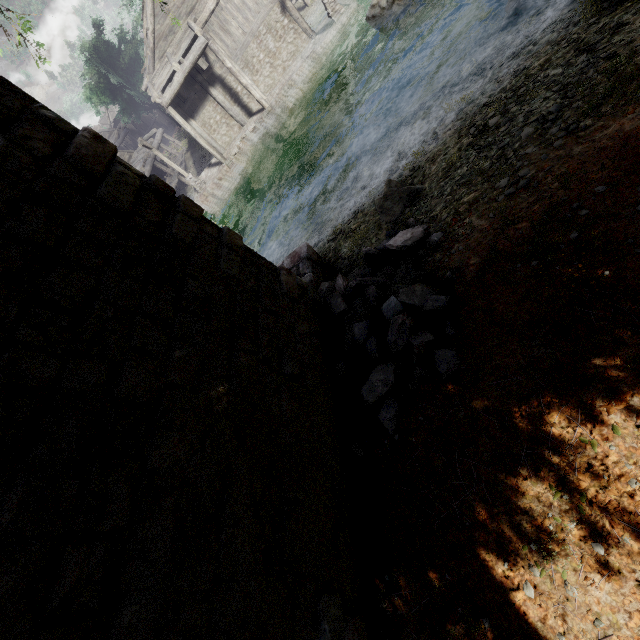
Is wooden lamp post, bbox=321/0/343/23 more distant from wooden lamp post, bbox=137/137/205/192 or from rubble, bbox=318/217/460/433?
rubble, bbox=318/217/460/433

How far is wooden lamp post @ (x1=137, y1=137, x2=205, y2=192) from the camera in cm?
2119

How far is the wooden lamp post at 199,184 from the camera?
21.19m

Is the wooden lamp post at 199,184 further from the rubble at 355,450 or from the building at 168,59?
the rubble at 355,450

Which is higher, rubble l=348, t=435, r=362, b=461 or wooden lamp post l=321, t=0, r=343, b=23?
rubble l=348, t=435, r=362, b=461

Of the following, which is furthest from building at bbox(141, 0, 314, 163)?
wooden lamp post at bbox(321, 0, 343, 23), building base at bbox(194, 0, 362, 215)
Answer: wooden lamp post at bbox(321, 0, 343, 23)

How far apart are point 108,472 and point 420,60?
16.34m

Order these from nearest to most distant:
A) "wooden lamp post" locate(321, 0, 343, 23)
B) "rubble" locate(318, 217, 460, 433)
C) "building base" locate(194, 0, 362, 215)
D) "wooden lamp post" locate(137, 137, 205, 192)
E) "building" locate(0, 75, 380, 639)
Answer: "building" locate(0, 75, 380, 639)
"rubble" locate(318, 217, 460, 433)
"wooden lamp post" locate(321, 0, 343, 23)
"building base" locate(194, 0, 362, 215)
"wooden lamp post" locate(137, 137, 205, 192)
